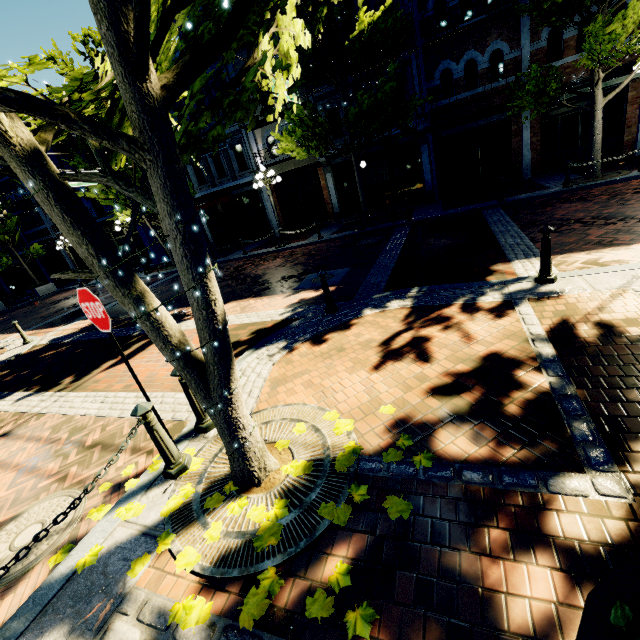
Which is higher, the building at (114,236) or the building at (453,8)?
the building at (453,8)

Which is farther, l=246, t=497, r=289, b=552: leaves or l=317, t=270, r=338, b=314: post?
l=317, t=270, r=338, b=314: post

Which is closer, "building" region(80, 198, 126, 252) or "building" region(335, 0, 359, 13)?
"building" region(335, 0, 359, 13)

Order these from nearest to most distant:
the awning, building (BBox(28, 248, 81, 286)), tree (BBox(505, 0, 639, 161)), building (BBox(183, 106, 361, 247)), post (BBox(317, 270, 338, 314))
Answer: post (BBox(317, 270, 338, 314)), tree (BBox(505, 0, 639, 161)), building (BBox(183, 106, 361, 247)), the awning, building (BBox(28, 248, 81, 286))

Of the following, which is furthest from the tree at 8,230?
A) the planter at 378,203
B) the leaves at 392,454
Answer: the planter at 378,203

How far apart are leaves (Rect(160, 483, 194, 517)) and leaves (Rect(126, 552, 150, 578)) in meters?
0.1

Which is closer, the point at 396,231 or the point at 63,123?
the point at 63,123

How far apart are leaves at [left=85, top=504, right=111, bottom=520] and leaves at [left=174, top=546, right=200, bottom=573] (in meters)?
1.28
